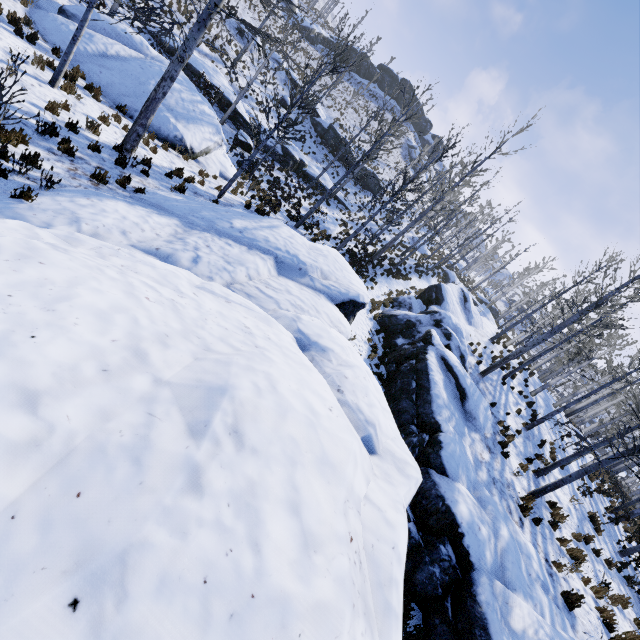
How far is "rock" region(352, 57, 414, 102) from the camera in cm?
5259

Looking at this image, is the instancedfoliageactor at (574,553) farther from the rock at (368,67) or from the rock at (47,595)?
the rock at (368,67)

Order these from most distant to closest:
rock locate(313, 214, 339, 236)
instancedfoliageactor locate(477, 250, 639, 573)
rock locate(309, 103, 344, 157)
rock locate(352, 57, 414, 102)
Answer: rock locate(352, 57, 414, 102) → rock locate(309, 103, 344, 157) → rock locate(313, 214, 339, 236) → instancedfoliageactor locate(477, 250, 639, 573)

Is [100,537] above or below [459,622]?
above

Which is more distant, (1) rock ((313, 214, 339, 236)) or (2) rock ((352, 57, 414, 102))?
(2) rock ((352, 57, 414, 102))

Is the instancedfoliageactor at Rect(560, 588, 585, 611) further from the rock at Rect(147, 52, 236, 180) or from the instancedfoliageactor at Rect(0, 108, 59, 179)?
the rock at Rect(147, 52, 236, 180)

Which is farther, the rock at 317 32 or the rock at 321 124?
the rock at 317 32

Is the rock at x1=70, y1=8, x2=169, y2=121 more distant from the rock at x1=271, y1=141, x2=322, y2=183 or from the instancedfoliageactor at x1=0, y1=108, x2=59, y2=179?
the rock at x1=271, y1=141, x2=322, y2=183
